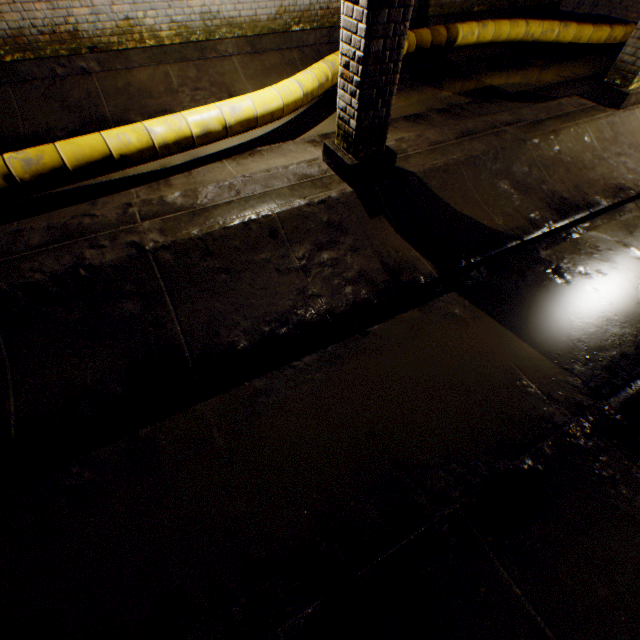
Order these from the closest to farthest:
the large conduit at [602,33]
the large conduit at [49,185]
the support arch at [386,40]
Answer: the support arch at [386,40] < the large conduit at [49,185] < the large conduit at [602,33]

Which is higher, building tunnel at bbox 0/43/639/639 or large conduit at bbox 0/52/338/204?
large conduit at bbox 0/52/338/204

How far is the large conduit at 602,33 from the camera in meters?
6.9

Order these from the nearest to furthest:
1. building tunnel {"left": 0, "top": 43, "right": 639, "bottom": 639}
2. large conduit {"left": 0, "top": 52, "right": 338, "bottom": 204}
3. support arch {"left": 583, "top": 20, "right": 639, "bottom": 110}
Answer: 1. building tunnel {"left": 0, "top": 43, "right": 639, "bottom": 639}
2. large conduit {"left": 0, "top": 52, "right": 338, "bottom": 204}
3. support arch {"left": 583, "top": 20, "right": 639, "bottom": 110}

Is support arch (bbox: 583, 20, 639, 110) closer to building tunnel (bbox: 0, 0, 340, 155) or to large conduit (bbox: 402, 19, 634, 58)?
building tunnel (bbox: 0, 0, 340, 155)

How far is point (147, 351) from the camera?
2.7 meters

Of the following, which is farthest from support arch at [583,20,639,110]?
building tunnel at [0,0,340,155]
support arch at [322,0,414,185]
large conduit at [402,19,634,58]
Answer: large conduit at [402,19,634,58]

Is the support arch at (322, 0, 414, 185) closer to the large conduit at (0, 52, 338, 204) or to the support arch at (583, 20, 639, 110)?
the support arch at (583, 20, 639, 110)
